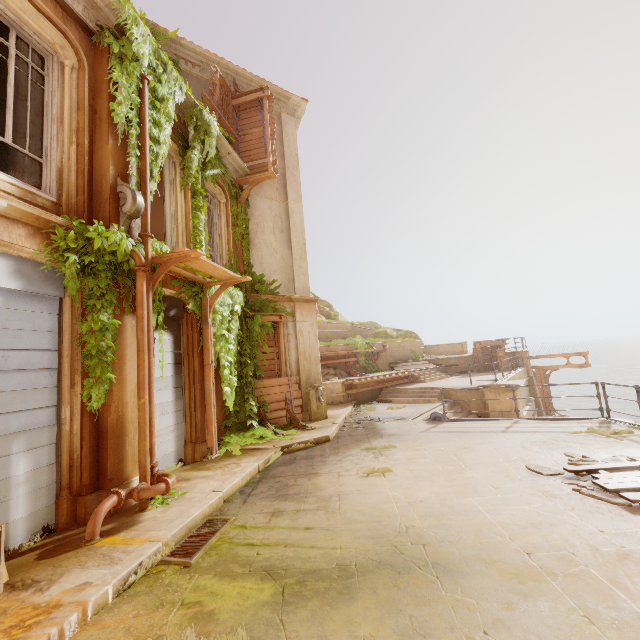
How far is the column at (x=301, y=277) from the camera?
11.52m

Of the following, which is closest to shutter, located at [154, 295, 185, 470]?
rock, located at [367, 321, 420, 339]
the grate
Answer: the grate

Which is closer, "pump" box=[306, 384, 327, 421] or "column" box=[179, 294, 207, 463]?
"column" box=[179, 294, 207, 463]

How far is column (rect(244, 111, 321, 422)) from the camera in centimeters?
1152cm

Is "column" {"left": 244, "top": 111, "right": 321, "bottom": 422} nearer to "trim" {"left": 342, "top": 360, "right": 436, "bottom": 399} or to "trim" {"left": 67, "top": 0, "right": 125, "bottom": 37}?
"trim" {"left": 342, "top": 360, "right": 436, "bottom": 399}

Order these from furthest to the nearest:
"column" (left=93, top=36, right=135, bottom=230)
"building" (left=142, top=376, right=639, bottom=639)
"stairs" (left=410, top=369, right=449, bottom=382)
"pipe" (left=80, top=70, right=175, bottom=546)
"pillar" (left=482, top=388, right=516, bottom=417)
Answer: "stairs" (left=410, top=369, right=449, bottom=382) < "pillar" (left=482, top=388, right=516, bottom=417) < "column" (left=93, top=36, right=135, bottom=230) < "pipe" (left=80, top=70, right=175, bottom=546) < "building" (left=142, top=376, right=639, bottom=639)

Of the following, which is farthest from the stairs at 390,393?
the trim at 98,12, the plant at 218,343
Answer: the trim at 98,12

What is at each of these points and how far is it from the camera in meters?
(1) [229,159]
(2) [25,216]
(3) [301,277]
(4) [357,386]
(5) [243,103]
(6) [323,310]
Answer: (1) trim, 10.4
(2) column, 4.4
(3) column, 12.4
(4) trim, 15.8
(5) wood, 11.5
(6) rock, 32.0
